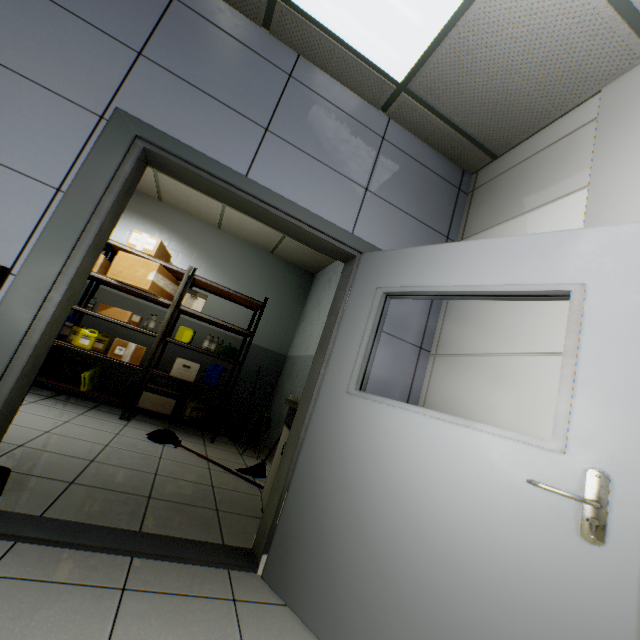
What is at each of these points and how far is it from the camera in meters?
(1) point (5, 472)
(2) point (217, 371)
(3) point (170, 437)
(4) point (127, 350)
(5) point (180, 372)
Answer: (1) scoop, 1.9
(2) canister, 4.9
(3) mop, 3.7
(4) cardboard box, 4.3
(5) cardboard box, 4.5

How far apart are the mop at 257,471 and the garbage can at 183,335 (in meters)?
1.42

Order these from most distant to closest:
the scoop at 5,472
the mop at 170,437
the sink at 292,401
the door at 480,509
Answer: the mop at 170,437, the sink at 292,401, the scoop at 5,472, the door at 480,509

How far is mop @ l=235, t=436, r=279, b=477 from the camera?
3.6 meters

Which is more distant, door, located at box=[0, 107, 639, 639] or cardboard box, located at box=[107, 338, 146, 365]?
cardboard box, located at box=[107, 338, 146, 365]

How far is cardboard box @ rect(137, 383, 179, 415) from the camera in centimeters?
431cm

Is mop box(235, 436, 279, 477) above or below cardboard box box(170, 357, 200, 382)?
below

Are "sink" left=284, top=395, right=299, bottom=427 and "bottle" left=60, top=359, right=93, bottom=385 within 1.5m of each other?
no
